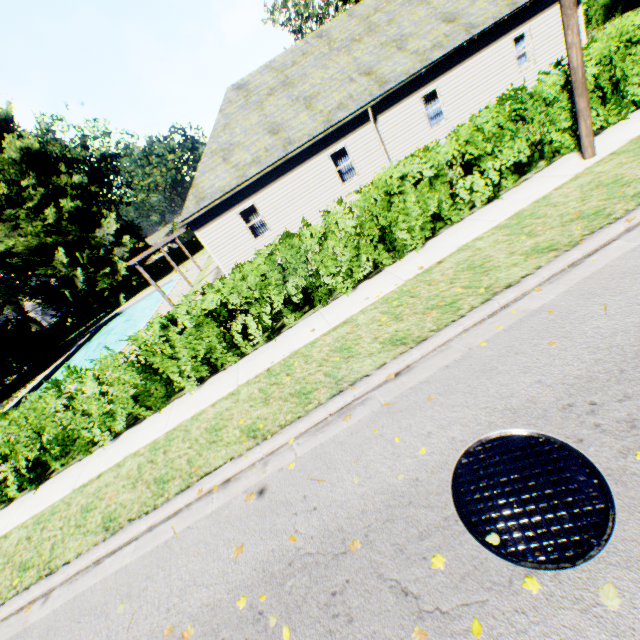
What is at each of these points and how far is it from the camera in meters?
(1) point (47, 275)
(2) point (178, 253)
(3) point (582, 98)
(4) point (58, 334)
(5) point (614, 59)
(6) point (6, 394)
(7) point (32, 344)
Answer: (1) plant, 35.8
(2) hedge, 45.1
(3) power line pole, 6.1
(4) hedge, 40.2
(5) hedge, 6.8
(6) plant, 24.9
(7) tree, 31.6

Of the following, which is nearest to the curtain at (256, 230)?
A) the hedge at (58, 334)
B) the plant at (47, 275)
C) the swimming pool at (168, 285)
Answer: the swimming pool at (168, 285)

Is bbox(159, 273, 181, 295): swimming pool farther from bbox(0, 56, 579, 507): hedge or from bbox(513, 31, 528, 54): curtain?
bbox(513, 31, 528, 54): curtain

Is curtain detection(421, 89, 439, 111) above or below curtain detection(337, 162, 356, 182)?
above

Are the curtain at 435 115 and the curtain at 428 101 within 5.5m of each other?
yes

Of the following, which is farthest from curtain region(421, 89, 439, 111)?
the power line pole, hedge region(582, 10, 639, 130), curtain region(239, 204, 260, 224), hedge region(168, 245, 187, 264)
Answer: hedge region(168, 245, 187, 264)

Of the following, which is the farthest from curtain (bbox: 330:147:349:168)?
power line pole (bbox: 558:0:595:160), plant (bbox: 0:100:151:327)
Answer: plant (bbox: 0:100:151:327)

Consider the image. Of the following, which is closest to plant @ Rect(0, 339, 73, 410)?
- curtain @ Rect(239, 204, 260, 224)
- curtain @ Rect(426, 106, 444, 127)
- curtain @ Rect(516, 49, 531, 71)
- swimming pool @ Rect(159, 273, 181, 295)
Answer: swimming pool @ Rect(159, 273, 181, 295)
